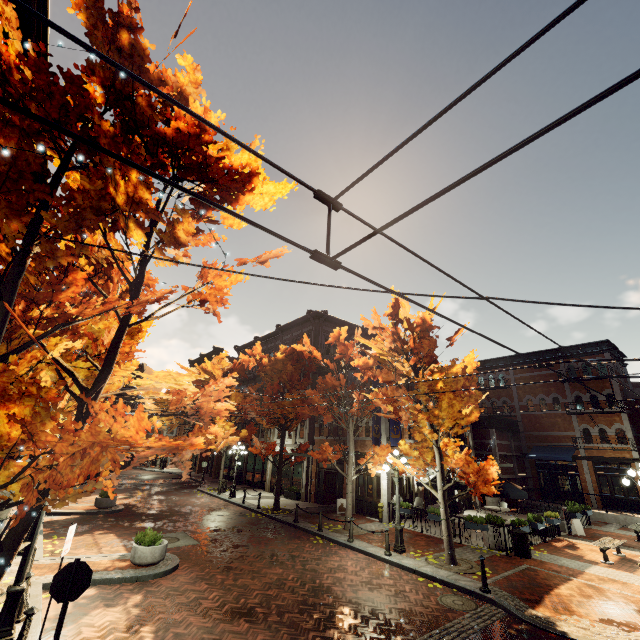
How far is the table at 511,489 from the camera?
15.5m

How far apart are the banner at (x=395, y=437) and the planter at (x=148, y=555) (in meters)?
12.12

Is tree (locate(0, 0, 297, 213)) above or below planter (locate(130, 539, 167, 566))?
above

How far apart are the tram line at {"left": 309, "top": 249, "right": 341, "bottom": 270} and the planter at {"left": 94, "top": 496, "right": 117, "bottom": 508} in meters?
21.3

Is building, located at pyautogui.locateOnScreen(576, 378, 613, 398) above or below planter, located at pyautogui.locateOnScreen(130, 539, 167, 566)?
above

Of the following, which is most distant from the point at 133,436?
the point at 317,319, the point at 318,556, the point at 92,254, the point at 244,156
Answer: the point at 317,319

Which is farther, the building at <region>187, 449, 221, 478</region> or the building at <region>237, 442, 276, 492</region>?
the building at <region>187, 449, 221, 478</region>

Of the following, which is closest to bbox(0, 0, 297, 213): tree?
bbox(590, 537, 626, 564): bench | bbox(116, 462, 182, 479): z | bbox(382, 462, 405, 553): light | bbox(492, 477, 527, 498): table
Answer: bbox(382, 462, 405, 553): light
